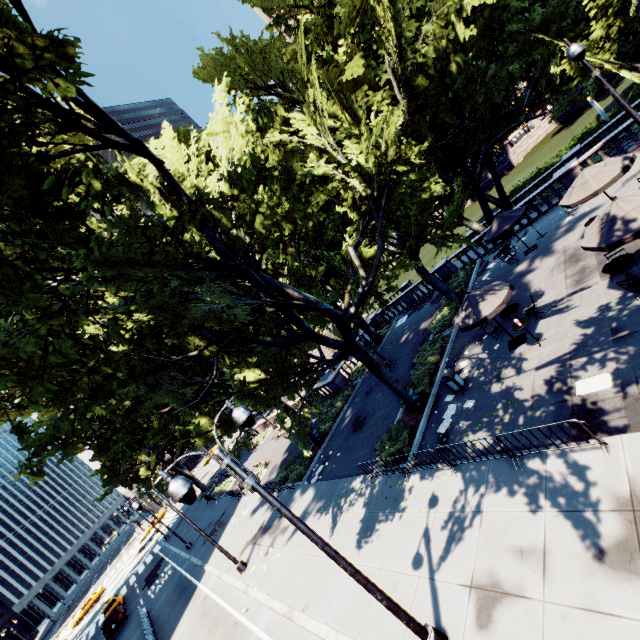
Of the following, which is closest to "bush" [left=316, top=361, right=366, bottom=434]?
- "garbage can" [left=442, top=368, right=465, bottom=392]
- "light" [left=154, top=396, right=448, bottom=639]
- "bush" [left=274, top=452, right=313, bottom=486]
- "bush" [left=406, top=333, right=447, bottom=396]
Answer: "bush" [left=274, top=452, right=313, bottom=486]

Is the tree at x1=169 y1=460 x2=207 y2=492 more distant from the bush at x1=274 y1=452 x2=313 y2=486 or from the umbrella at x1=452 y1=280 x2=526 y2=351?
the umbrella at x1=452 y1=280 x2=526 y2=351

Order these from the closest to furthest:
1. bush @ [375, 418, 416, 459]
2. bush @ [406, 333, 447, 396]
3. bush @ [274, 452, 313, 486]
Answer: bush @ [375, 418, 416, 459] < bush @ [406, 333, 447, 396] < bush @ [274, 452, 313, 486]

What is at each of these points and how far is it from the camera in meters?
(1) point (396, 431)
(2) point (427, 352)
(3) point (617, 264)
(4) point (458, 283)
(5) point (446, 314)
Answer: (1) bush, 15.6
(2) bush, 19.2
(3) table, 11.0
(4) bush, 25.0
(5) bush, 22.1

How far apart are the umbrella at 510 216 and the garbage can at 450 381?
9.6m

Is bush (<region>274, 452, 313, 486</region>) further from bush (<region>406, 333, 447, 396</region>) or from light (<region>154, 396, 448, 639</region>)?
bush (<region>406, 333, 447, 396</region>)

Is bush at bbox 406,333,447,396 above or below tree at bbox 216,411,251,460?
below

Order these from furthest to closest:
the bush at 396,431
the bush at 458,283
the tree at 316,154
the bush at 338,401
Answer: the bush at 338,401 < the bush at 458,283 < the bush at 396,431 < the tree at 316,154
